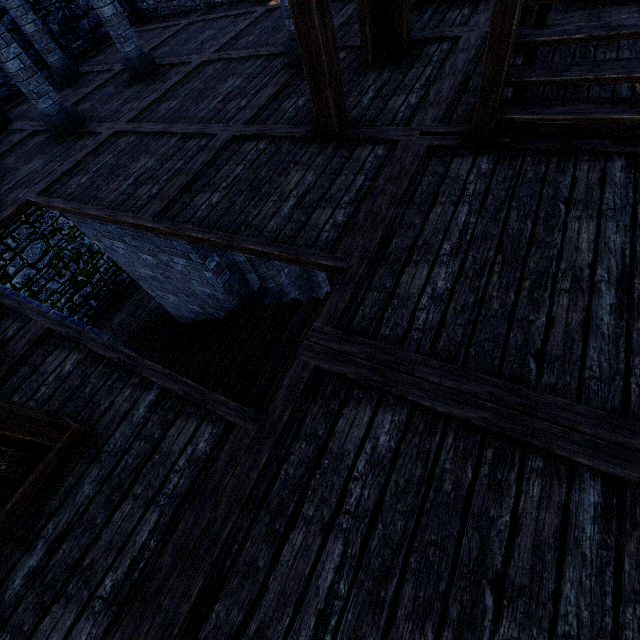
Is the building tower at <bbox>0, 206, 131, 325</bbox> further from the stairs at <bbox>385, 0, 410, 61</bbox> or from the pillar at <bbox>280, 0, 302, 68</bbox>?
the pillar at <bbox>280, 0, 302, 68</bbox>

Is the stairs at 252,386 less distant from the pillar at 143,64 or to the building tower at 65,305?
the building tower at 65,305

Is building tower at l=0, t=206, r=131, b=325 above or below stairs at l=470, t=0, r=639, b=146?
below

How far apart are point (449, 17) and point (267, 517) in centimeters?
800cm

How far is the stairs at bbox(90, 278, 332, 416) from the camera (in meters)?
3.71

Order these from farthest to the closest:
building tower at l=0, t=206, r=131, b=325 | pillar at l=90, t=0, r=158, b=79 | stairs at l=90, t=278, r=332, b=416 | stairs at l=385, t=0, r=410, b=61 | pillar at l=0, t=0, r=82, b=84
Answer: building tower at l=0, t=206, r=131, b=325
pillar at l=0, t=0, r=82, b=84
pillar at l=90, t=0, r=158, b=79
stairs at l=385, t=0, r=410, b=61
stairs at l=90, t=278, r=332, b=416

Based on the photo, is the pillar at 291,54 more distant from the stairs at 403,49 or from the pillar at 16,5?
the pillar at 16,5

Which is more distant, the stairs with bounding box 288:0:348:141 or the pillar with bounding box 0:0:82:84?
the pillar with bounding box 0:0:82:84
